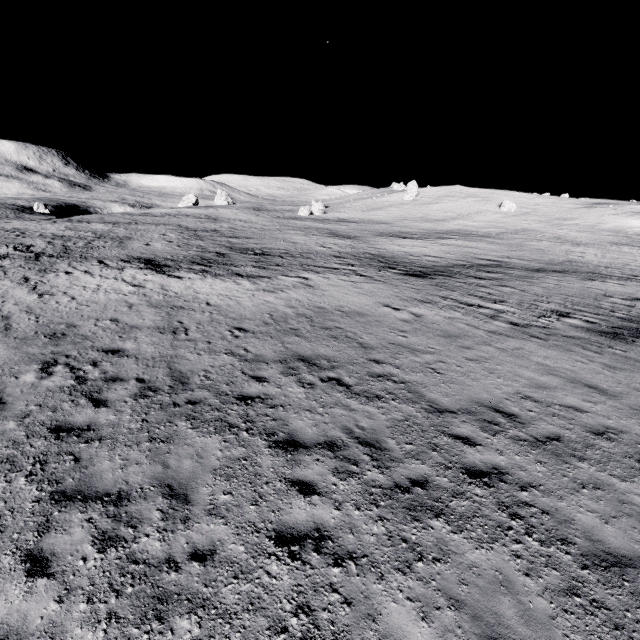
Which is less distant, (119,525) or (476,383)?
(119,525)
